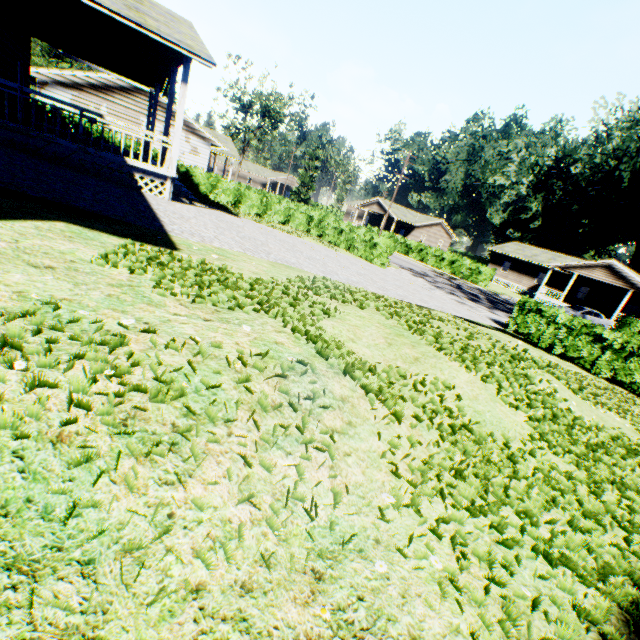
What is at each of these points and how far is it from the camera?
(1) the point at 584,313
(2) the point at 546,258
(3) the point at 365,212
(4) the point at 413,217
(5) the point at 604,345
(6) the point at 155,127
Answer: (1) car, 29.0 meters
(2) house, 43.6 meters
(3) house, 56.1 meters
(4) house, 55.0 meters
(5) hedge, 12.4 meters
(6) house, 16.0 meters

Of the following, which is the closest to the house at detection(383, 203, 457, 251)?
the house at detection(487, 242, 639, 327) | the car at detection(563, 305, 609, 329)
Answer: the house at detection(487, 242, 639, 327)

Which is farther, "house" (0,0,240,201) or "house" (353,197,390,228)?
"house" (353,197,390,228)

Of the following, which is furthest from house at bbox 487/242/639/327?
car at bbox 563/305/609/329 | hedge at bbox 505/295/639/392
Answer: hedge at bbox 505/295/639/392

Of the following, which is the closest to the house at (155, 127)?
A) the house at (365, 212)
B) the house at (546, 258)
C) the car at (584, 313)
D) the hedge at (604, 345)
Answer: the hedge at (604, 345)

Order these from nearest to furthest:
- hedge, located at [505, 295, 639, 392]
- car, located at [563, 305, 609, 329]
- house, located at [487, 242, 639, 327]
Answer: hedge, located at [505, 295, 639, 392], car, located at [563, 305, 609, 329], house, located at [487, 242, 639, 327]

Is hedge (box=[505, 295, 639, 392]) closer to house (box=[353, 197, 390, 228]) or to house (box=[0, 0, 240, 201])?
house (box=[0, 0, 240, 201])

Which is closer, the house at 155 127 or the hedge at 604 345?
the house at 155 127
